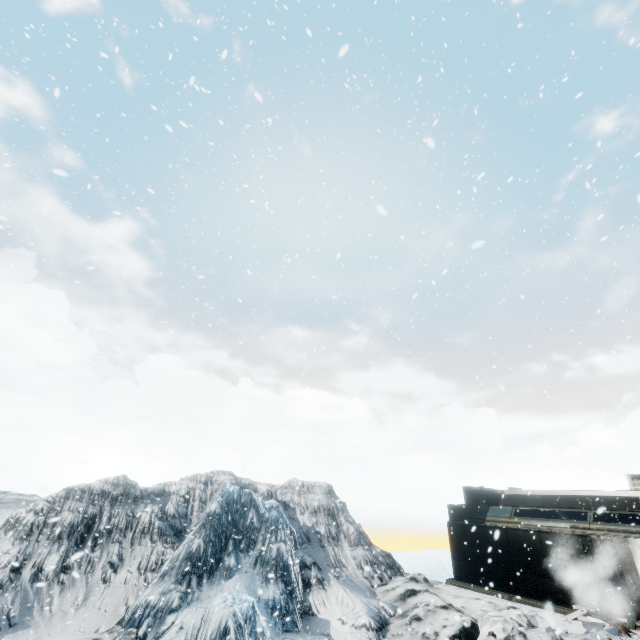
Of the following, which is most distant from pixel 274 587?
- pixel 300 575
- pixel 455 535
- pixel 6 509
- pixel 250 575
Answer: pixel 6 509
